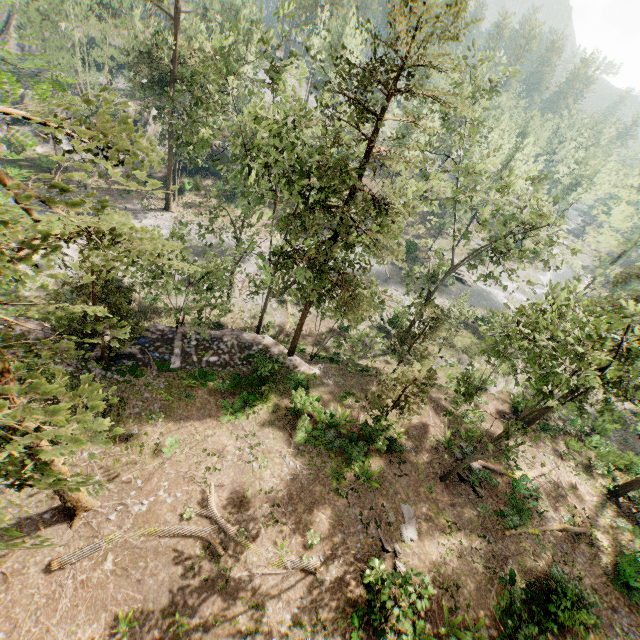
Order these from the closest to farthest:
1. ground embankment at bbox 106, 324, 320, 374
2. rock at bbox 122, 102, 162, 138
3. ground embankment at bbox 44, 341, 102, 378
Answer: ground embankment at bbox 44, 341, 102, 378, ground embankment at bbox 106, 324, 320, 374, rock at bbox 122, 102, 162, 138

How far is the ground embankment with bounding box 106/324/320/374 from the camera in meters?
21.0 m

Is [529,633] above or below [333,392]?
above

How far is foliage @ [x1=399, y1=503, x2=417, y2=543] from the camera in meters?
17.1 m

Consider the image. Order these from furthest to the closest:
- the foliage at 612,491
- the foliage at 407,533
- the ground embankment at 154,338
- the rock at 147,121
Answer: the rock at 147,121
the foliage at 612,491
the ground embankment at 154,338
the foliage at 407,533

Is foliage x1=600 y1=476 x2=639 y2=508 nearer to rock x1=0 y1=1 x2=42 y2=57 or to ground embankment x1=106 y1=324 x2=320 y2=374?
ground embankment x1=106 y1=324 x2=320 y2=374

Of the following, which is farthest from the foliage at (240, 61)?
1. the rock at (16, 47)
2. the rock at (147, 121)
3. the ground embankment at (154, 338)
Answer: the rock at (16, 47)
